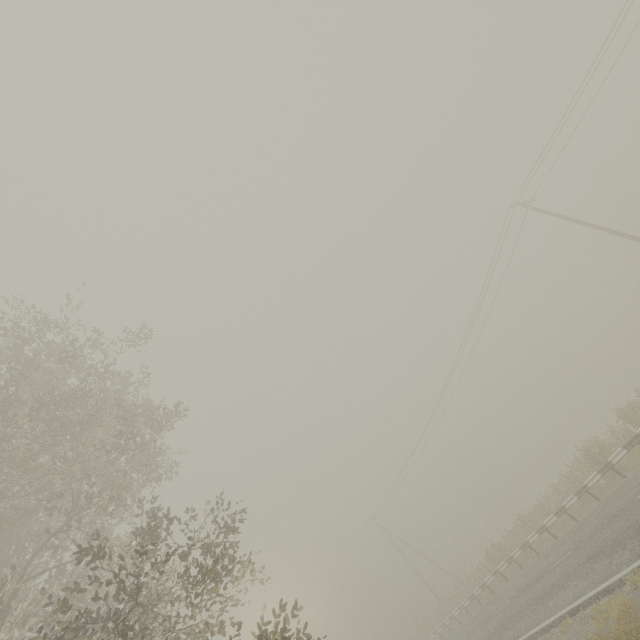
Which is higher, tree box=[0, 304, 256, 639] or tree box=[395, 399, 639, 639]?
tree box=[0, 304, 256, 639]

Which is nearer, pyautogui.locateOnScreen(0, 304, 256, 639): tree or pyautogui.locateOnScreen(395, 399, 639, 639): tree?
pyautogui.locateOnScreen(0, 304, 256, 639): tree

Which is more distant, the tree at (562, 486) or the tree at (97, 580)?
the tree at (562, 486)

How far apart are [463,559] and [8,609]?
69.24m

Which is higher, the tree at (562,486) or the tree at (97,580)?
the tree at (97,580)
